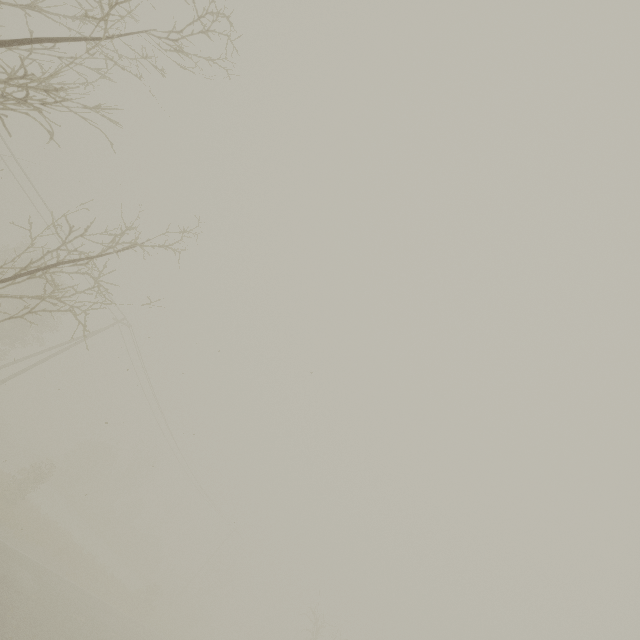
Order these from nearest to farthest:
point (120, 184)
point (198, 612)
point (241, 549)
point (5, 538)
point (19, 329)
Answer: point (120, 184) < point (5, 538) < point (19, 329) < point (198, 612) < point (241, 549)
